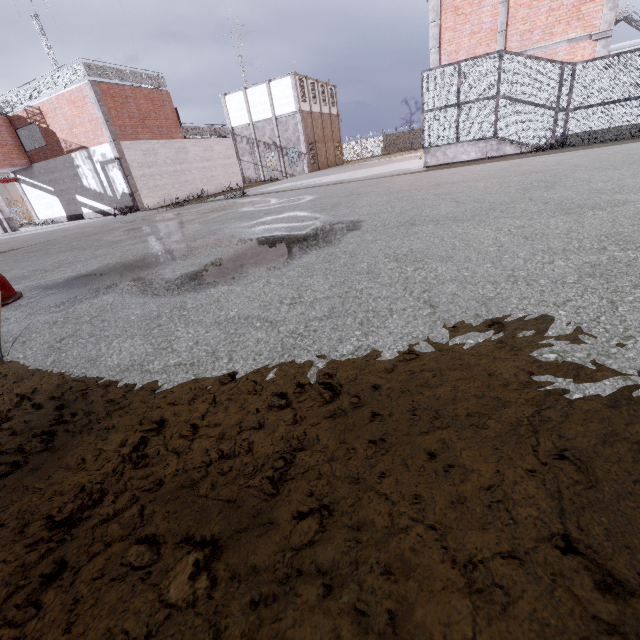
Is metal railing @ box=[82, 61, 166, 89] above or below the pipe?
above

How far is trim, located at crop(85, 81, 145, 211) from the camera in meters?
18.5 m

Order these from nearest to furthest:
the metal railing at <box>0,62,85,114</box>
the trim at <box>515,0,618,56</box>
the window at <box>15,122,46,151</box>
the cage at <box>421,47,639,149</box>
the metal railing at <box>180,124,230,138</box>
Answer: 1. the cage at <box>421,47,639,149</box>
2. the trim at <box>515,0,618,56</box>
3. the metal railing at <box>0,62,85,114</box>
4. the window at <box>15,122,46,151</box>
5. the metal railing at <box>180,124,230,138</box>

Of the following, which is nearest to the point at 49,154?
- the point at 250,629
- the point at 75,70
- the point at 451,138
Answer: the point at 75,70

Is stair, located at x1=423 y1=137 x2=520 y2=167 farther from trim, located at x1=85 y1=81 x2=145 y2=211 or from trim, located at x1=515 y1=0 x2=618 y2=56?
trim, located at x1=85 y1=81 x2=145 y2=211

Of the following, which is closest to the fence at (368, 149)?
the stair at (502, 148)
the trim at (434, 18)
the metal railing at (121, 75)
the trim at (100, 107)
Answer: the metal railing at (121, 75)

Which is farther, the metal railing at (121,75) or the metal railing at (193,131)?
the metal railing at (193,131)

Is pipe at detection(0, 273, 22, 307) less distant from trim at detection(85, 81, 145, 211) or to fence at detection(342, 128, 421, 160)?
trim at detection(85, 81, 145, 211)
